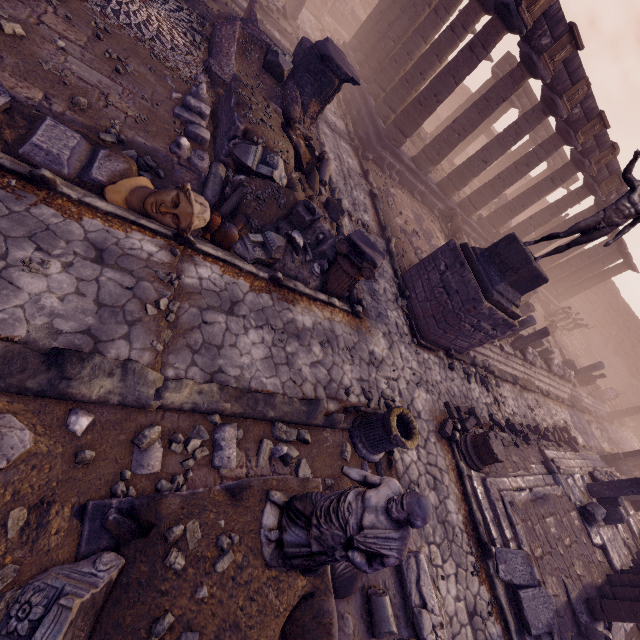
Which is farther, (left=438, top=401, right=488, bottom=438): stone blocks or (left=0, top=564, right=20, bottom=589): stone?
(left=438, top=401, right=488, bottom=438): stone blocks

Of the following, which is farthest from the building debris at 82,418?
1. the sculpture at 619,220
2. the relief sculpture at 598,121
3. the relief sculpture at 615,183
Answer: the relief sculpture at 615,183

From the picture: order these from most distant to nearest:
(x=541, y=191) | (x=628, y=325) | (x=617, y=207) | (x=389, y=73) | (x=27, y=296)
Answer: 1. (x=628, y=325)
2. (x=541, y=191)
3. (x=389, y=73)
4. (x=617, y=207)
5. (x=27, y=296)

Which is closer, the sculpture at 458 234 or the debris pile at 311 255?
the debris pile at 311 255

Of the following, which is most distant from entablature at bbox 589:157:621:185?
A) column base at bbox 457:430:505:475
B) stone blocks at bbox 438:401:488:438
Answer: column base at bbox 457:430:505:475

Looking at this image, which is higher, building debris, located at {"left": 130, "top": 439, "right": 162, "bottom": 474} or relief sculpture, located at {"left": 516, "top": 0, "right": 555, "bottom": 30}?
relief sculpture, located at {"left": 516, "top": 0, "right": 555, "bottom": 30}

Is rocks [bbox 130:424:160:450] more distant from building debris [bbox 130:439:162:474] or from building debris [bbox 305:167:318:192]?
building debris [bbox 305:167:318:192]

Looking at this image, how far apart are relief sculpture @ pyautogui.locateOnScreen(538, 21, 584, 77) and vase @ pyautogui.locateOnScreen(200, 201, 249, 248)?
13.4m
